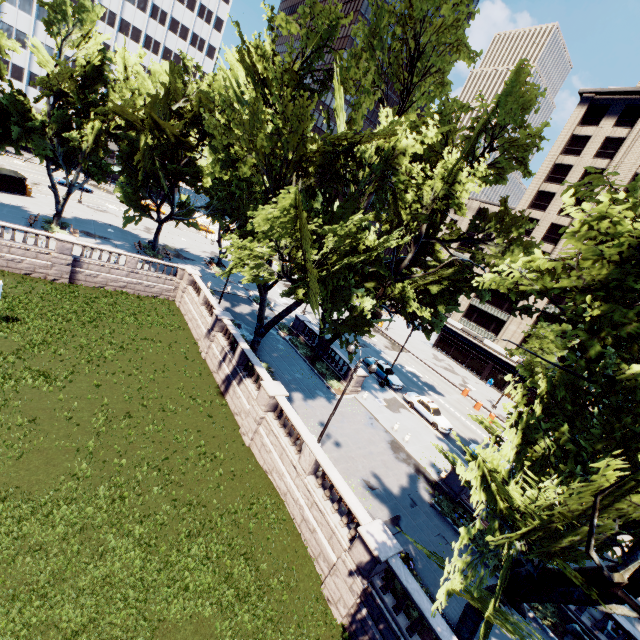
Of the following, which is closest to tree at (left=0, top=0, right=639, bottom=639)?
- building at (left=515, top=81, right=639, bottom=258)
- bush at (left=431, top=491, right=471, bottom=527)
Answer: bush at (left=431, top=491, right=471, bottom=527)

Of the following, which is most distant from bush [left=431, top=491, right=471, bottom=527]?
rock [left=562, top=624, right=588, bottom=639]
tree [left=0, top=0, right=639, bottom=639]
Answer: rock [left=562, top=624, right=588, bottom=639]

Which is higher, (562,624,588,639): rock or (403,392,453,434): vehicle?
(403,392,453,434): vehicle

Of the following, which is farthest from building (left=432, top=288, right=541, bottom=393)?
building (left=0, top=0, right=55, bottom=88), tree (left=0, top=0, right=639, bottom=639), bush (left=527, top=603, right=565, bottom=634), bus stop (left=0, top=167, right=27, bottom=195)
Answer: bus stop (left=0, top=167, right=27, bottom=195)

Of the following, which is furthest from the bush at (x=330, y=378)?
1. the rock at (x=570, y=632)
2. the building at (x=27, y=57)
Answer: the building at (x=27, y=57)

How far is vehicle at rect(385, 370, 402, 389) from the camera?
33.3m

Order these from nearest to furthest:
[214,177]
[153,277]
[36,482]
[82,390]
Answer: [36,482] < [82,390] < [214,177] < [153,277]

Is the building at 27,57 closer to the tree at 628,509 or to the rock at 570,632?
the tree at 628,509
